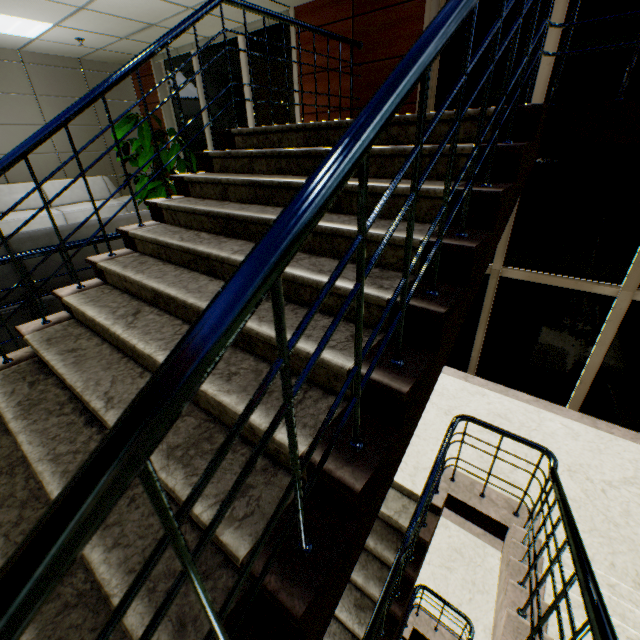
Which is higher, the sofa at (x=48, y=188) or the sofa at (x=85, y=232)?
the sofa at (x=85, y=232)

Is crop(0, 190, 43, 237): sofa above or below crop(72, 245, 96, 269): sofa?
below

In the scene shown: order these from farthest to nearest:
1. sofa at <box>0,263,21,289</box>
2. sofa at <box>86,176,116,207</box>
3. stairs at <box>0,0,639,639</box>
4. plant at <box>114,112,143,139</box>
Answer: sofa at <box>86,176,116,207</box>
plant at <box>114,112,143,139</box>
sofa at <box>0,263,21,289</box>
stairs at <box>0,0,639,639</box>

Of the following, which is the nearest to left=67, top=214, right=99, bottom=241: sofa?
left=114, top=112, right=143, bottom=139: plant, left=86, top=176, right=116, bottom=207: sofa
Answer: left=114, top=112, right=143, bottom=139: plant

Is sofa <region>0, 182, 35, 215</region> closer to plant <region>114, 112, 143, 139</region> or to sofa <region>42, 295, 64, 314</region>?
plant <region>114, 112, 143, 139</region>

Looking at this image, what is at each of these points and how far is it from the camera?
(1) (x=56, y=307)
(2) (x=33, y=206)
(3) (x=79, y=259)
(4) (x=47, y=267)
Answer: (1) sofa, 2.7m
(2) sofa, 6.5m
(3) sofa, 2.7m
(4) sofa, 2.6m

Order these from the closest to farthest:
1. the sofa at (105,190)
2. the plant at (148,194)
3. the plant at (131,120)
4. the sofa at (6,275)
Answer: the sofa at (6,275) < the plant at (131,120) < the plant at (148,194) < the sofa at (105,190)

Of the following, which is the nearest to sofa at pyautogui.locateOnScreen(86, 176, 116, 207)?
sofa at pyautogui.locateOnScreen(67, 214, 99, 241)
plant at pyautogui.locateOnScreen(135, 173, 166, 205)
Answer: plant at pyautogui.locateOnScreen(135, 173, 166, 205)
